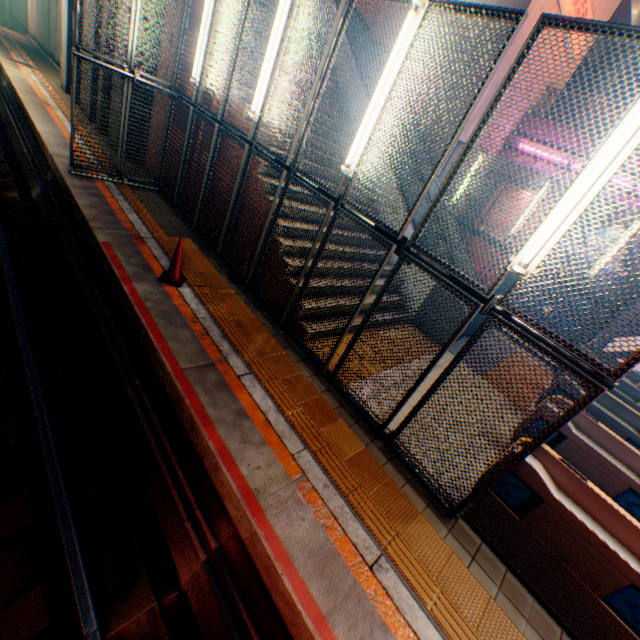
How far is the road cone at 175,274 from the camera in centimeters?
557cm

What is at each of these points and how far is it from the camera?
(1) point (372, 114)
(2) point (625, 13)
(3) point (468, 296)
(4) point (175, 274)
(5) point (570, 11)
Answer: (1) street lamp, 4.2 meters
(2) overpass support, 14.9 meters
(3) metal fence, 3.6 meters
(4) road cone, 5.7 meters
(5) sign, 11.2 meters

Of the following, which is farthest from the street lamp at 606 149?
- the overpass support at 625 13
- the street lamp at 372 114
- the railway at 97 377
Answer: the overpass support at 625 13

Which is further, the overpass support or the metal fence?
the overpass support

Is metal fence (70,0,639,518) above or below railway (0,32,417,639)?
above

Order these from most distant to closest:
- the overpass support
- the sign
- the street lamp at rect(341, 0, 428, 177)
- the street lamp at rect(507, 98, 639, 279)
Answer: the overpass support < the sign < the street lamp at rect(341, 0, 428, 177) < the street lamp at rect(507, 98, 639, 279)

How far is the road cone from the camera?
5.57m

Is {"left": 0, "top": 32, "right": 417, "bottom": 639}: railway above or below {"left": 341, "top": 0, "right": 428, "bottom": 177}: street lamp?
below
